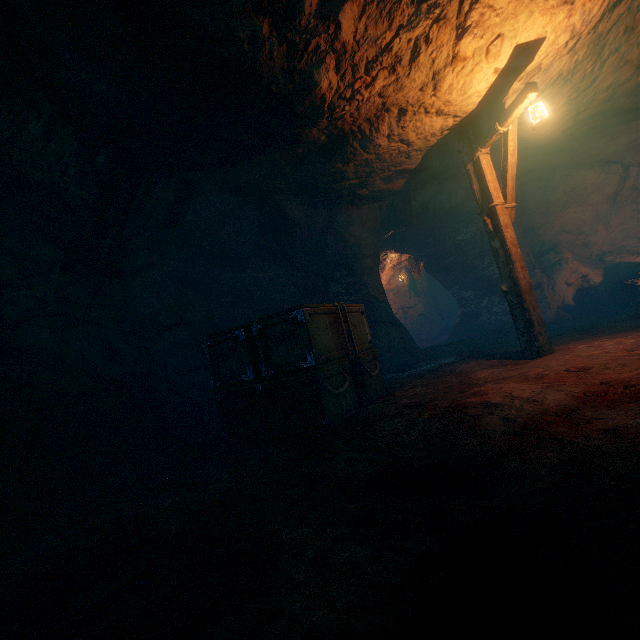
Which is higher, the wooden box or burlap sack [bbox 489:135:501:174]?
burlap sack [bbox 489:135:501:174]

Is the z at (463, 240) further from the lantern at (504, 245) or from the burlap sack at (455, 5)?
the lantern at (504, 245)

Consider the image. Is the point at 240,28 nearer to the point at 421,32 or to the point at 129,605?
→ the point at 421,32

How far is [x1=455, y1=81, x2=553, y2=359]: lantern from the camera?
5.1 meters

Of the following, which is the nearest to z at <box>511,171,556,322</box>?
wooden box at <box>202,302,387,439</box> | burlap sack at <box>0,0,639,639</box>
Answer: burlap sack at <box>0,0,639,639</box>

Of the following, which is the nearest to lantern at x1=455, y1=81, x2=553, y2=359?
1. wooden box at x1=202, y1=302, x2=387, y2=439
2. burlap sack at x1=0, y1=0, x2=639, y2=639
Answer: burlap sack at x1=0, y1=0, x2=639, y2=639

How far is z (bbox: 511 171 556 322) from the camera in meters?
11.0 m

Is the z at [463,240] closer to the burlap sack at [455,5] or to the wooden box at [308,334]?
the burlap sack at [455,5]
